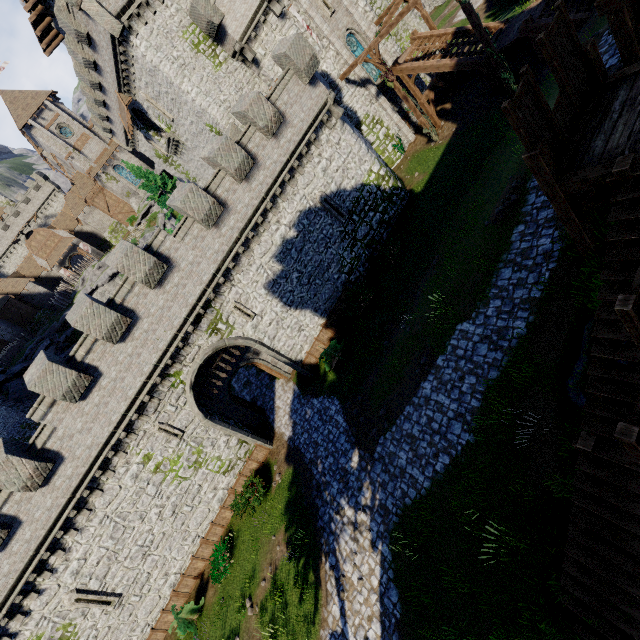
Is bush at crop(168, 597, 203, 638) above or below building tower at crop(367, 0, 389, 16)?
below

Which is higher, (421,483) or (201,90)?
(201,90)

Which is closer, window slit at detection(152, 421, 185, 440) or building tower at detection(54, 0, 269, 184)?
window slit at detection(152, 421, 185, 440)

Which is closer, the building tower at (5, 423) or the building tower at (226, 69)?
the building tower at (226, 69)

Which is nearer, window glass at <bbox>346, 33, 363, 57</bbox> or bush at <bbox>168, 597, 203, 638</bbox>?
bush at <bbox>168, 597, 203, 638</bbox>

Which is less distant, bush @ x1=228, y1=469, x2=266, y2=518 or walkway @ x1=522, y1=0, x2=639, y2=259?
walkway @ x1=522, y1=0, x2=639, y2=259

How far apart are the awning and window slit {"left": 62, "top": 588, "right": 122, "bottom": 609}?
32.30m

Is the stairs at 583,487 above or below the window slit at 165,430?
below
